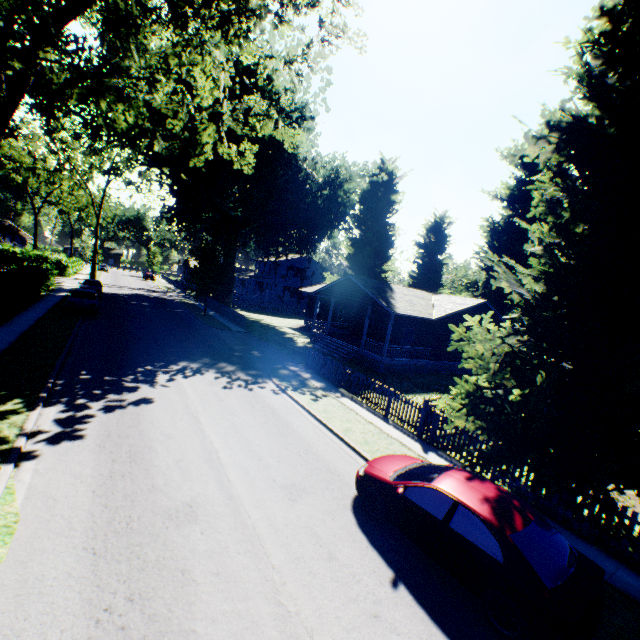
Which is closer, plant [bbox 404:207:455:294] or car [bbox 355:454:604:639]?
car [bbox 355:454:604:639]

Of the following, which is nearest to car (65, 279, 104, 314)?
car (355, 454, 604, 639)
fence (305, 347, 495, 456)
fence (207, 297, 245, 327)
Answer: fence (207, 297, 245, 327)

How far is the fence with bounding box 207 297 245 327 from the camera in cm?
3126

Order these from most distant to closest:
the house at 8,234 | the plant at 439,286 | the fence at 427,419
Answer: the house at 8,234 → the plant at 439,286 → the fence at 427,419

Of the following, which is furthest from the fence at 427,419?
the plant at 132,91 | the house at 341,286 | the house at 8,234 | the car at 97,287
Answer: the house at 8,234

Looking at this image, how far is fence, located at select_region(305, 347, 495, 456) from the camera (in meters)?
11.64

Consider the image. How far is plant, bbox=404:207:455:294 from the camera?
40.28m

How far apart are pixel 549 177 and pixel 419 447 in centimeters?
969cm
